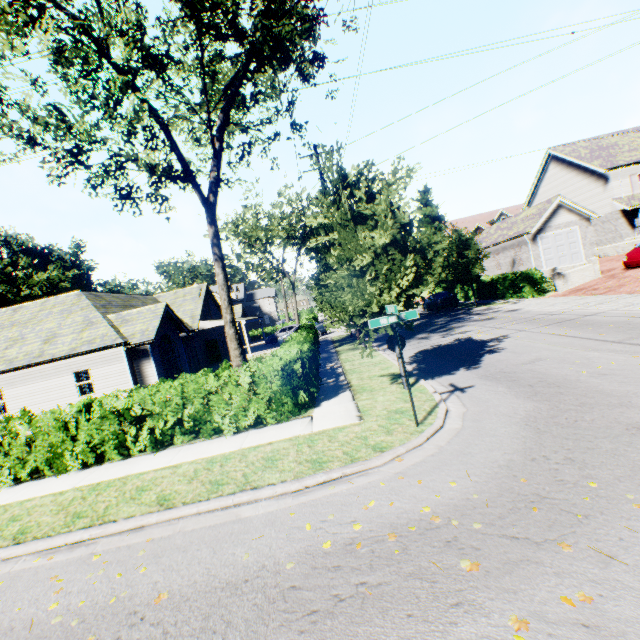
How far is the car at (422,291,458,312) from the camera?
27.33m

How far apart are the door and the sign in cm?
2560

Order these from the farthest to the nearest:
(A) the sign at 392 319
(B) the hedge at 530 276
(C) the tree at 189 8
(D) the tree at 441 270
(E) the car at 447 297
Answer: (E) the car at 447 297 < (B) the hedge at 530 276 < (C) the tree at 189 8 < (D) the tree at 441 270 < (A) the sign at 392 319

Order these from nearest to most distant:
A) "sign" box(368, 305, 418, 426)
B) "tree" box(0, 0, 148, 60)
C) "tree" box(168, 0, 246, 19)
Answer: "sign" box(368, 305, 418, 426) < "tree" box(0, 0, 148, 60) < "tree" box(168, 0, 246, 19)

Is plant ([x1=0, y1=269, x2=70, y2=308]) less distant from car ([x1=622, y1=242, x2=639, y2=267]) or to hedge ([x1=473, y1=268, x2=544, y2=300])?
hedge ([x1=473, y1=268, x2=544, y2=300])

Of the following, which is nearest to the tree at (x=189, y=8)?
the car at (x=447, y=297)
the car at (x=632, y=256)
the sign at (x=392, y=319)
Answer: the sign at (x=392, y=319)

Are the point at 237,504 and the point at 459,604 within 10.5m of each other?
yes

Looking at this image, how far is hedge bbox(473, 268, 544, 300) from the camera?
21.9 meters
